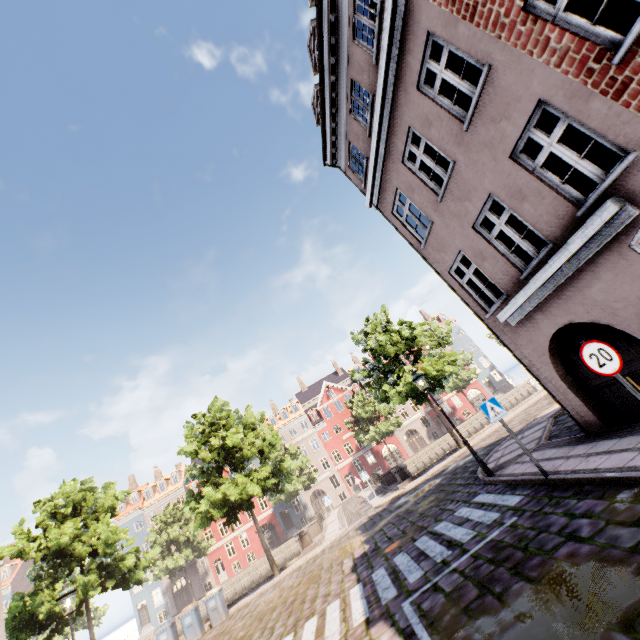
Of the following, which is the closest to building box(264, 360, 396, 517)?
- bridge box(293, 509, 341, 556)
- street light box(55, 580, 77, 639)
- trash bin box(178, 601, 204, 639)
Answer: street light box(55, 580, 77, 639)

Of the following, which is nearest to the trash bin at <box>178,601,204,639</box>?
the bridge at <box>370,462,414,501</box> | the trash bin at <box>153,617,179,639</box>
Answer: the trash bin at <box>153,617,179,639</box>

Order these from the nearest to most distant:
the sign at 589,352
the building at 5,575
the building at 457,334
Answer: the sign at 589,352 → the building at 5,575 → the building at 457,334

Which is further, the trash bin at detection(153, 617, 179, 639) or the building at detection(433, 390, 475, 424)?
the building at detection(433, 390, 475, 424)

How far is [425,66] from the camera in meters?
7.3

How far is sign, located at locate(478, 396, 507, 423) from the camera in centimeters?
759cm

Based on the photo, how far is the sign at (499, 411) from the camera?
7.6 meters

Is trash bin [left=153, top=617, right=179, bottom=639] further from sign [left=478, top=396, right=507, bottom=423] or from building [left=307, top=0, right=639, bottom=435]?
sign [left=478, top=396, right=507, bottom=423]
